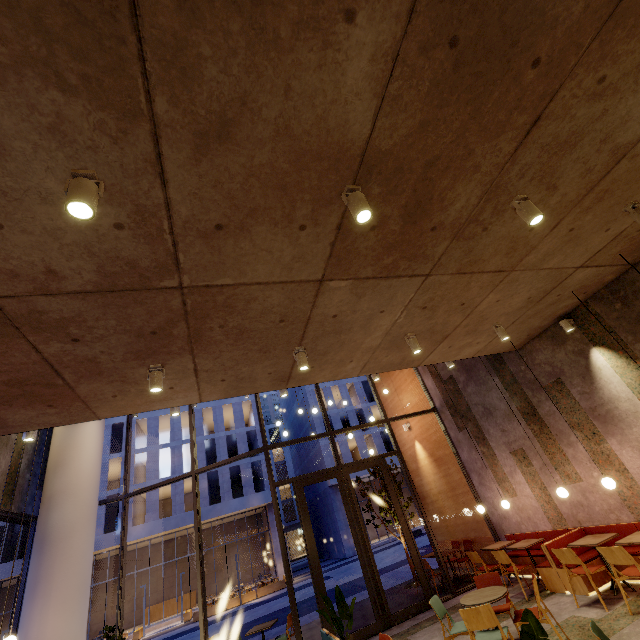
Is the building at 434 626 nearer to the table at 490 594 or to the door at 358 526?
the door at 358 526

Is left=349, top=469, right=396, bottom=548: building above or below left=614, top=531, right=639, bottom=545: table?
below

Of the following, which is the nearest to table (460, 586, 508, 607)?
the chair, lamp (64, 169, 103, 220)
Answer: the chair

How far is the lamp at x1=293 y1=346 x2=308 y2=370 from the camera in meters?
4.7 m

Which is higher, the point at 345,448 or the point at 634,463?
the point at 345,448

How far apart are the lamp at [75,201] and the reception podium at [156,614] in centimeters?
3752cm

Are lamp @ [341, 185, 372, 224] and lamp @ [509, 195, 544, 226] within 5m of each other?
yes

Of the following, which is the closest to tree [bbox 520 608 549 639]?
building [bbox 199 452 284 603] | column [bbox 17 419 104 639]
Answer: column [bbox 17 419 104 639]
